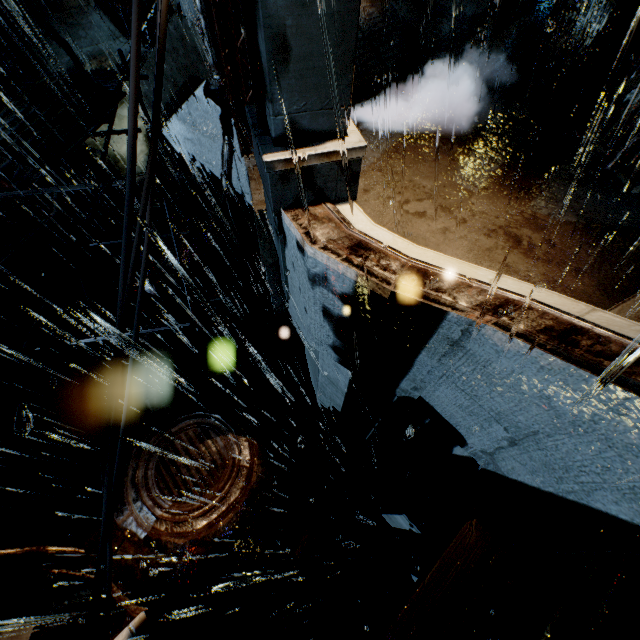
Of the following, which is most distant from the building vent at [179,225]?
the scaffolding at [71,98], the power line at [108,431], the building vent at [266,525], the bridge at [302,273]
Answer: the power line at [108,431]

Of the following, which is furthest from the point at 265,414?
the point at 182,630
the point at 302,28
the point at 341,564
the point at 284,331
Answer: the point at 341,564

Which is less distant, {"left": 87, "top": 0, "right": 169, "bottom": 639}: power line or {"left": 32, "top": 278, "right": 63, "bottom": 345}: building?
{"left": 87, "top": 0, "right": 169, "bottom": 639}: power line

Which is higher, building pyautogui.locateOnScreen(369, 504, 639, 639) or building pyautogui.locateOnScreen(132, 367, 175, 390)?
building pyautogui.locateOnScreen(369, 504, 639, 639)

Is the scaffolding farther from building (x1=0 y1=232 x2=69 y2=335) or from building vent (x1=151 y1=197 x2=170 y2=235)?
building (x1=0 y1=232 x2=69 y2=335)

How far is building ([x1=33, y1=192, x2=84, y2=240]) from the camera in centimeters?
940cm

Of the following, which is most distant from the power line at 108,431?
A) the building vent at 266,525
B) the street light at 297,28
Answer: the building vent at 266,525

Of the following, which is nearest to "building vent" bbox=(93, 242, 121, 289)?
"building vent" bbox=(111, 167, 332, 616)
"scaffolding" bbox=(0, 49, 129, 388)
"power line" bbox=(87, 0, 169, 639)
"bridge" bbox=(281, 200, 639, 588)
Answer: "scaffolding" bbox=(0, 49, 129, 388)
